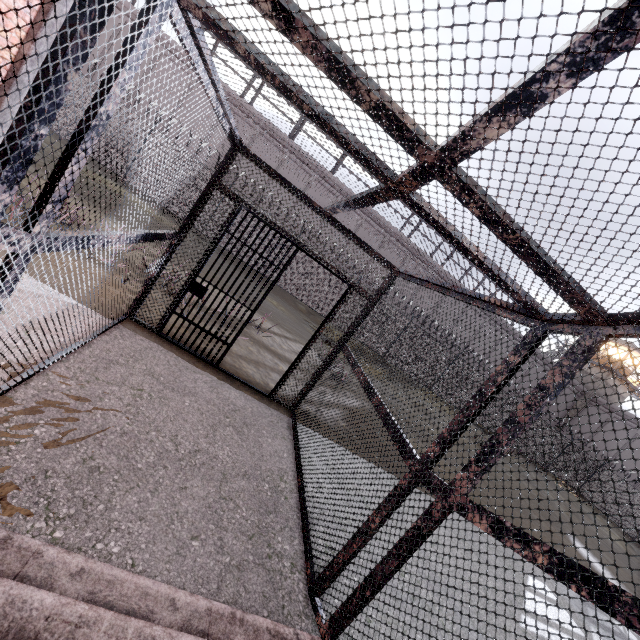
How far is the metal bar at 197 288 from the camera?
4.8 meters

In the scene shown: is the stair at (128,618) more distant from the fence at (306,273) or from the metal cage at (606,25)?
the fence at (306,273)

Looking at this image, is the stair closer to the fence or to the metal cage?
the metal cage

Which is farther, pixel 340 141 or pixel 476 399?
pixel 476 399

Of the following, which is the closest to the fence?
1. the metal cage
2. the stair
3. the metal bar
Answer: the metal cage

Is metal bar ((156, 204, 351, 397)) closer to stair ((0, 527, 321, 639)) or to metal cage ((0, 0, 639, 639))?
metal cage ((0, 0, 639, 639))

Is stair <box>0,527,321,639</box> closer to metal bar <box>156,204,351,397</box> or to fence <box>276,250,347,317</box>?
metal bar <box>156,204,351,397</box>
